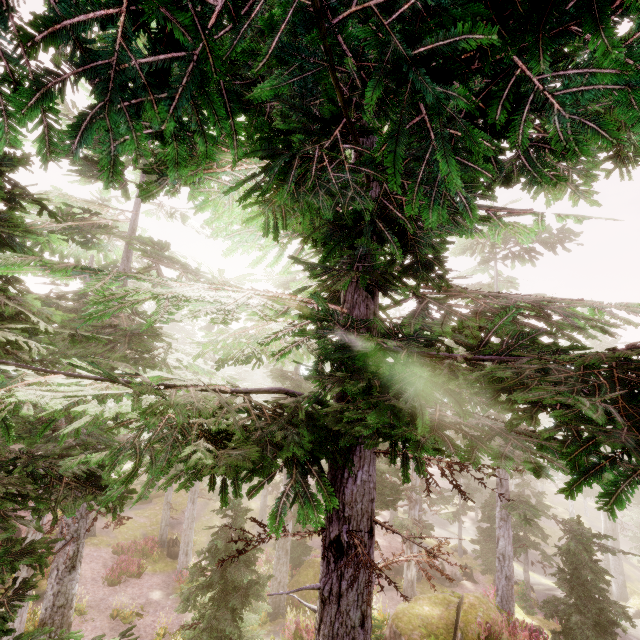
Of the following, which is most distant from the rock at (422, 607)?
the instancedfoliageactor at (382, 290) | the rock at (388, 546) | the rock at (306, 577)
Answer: the rock at (388, 546)

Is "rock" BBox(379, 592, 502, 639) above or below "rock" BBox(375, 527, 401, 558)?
above

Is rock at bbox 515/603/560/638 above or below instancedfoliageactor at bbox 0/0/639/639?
below

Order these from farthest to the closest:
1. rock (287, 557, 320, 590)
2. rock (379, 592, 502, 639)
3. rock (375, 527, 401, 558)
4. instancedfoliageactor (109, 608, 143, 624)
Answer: rock (375, 527, 401, 558) → rock (287, 557, 320, 590) → instancedfoliageactor (109, 608, 143, 624) → rock (379, 592, 502, 639)

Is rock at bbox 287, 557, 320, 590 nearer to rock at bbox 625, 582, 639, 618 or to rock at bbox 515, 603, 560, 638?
rock at bbox 515, 603, 560, 638

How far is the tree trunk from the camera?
24.7 meters

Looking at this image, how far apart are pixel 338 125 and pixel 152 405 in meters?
2.2

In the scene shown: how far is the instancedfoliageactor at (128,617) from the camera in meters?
16.5
